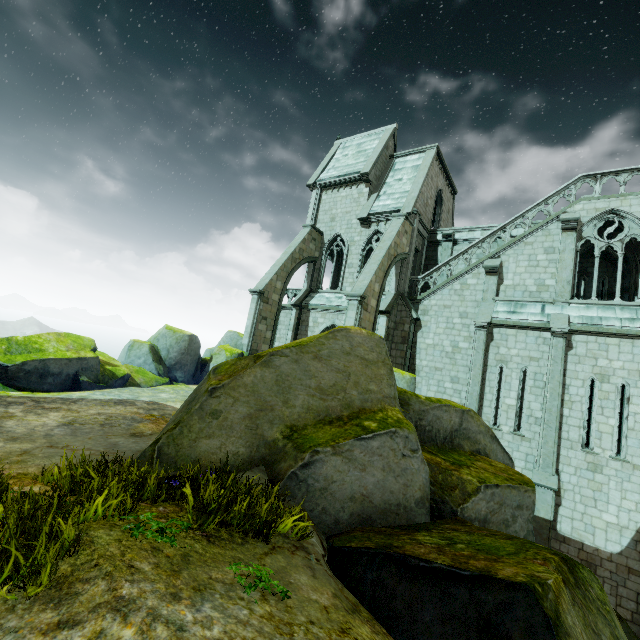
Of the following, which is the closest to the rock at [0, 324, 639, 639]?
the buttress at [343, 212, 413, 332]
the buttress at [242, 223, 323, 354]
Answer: the buttress at [343, 212, 413, 332]

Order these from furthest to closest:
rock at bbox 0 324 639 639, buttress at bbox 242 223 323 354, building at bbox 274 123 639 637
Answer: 1. buttress at bbox 242 223 323 354
2. building at bbox 274 123 639 637
3. rock at bbox 0 324 639 639

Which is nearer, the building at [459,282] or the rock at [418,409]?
the rock at [418,409]

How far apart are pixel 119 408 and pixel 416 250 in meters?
19.0 m

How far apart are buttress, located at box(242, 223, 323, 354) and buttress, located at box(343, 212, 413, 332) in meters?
5.9 m

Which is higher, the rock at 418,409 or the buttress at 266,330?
the buttress at 266,330

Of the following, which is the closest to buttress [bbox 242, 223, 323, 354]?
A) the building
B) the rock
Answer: the building
